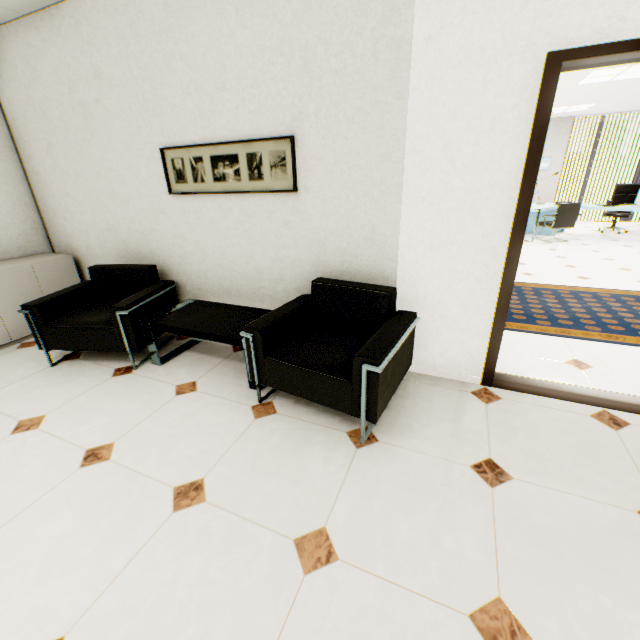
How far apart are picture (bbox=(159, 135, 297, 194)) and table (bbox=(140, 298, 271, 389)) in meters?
1.0

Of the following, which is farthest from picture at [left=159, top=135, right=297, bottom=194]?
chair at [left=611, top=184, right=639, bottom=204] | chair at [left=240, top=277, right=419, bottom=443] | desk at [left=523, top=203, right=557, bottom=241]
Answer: chair at [left=611, top=184, right=639, bottom=204]

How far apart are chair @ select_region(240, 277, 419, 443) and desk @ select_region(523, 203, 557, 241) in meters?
7.1

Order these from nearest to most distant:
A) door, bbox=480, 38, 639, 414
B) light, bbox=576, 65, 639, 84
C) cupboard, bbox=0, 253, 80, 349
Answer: door, bbox=480, 38, 639, 414, cupboard, bbox=0, 253, 80, 349, light, bbox=576, 65, 639, 84

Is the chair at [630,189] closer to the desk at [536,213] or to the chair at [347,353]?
the desk at [536,213]

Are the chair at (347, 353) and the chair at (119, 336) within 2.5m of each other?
yes

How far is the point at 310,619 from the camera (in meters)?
1.23

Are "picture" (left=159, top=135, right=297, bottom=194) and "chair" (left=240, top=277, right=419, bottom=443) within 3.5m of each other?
yes
